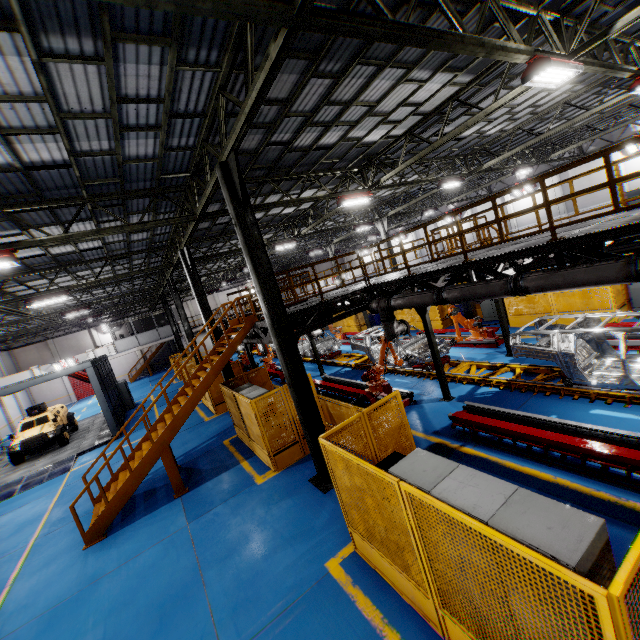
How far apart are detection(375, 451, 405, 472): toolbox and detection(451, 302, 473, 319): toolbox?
14.33m

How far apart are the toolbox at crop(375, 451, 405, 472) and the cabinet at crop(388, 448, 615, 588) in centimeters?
72cm

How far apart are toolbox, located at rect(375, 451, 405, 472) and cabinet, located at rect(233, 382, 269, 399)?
4.3 meters

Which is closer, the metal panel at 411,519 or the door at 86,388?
the metal panel at 411,519

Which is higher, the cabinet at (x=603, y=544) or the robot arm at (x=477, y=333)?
the cabinet at (x=603, y=544)

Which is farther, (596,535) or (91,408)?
(91,408)

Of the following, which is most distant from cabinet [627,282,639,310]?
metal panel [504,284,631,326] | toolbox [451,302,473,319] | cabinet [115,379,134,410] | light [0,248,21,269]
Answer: cabinet [115,379,134,410]

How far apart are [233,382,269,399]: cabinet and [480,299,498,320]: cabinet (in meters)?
13.38
